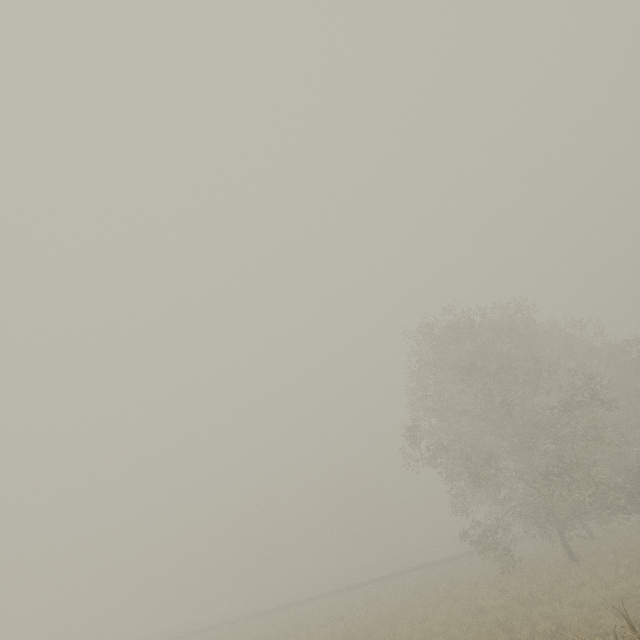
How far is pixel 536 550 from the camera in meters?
25.8 m
